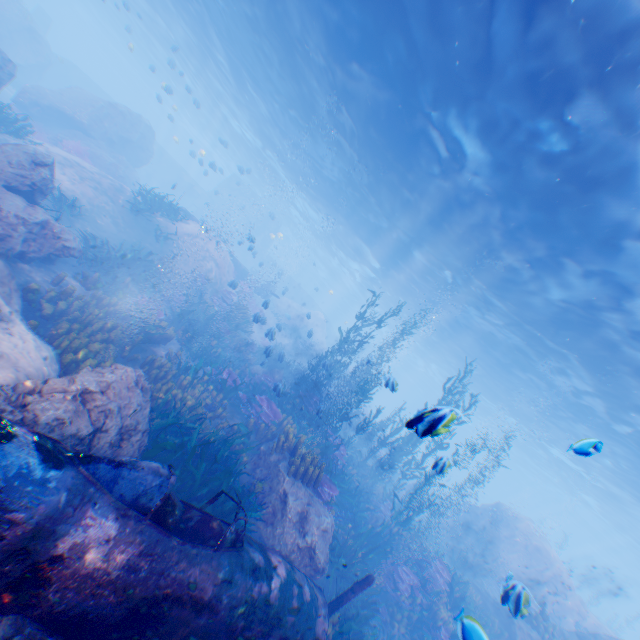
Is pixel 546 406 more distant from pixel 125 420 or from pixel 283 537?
pixel 125 420

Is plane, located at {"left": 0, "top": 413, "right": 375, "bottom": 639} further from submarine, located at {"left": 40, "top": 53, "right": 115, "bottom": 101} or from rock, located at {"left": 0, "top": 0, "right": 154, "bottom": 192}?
submarine, located at {"left": 40, "top": 53, "right": 115, "bottom": 101}

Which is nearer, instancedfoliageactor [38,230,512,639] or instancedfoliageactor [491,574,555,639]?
instancedfoliageactor [491,574,555,639]

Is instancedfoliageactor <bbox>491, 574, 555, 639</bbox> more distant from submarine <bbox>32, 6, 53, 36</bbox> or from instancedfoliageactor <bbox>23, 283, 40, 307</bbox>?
submarine <bbox>32, 6, 53, 36</bbox>

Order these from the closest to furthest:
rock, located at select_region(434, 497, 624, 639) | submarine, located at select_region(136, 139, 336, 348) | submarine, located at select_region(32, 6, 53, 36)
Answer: rock, located at select_region(434, 497, 624, 639)
submarine, located at select_region(32, 6, 53, 36)
submarine, located at select_region(136, 139, 336, 348)

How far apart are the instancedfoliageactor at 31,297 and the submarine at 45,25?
48.68m

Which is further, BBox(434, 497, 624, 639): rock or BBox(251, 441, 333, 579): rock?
BBox(434, 497, 624, 639): rock

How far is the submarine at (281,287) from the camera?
37.59m
